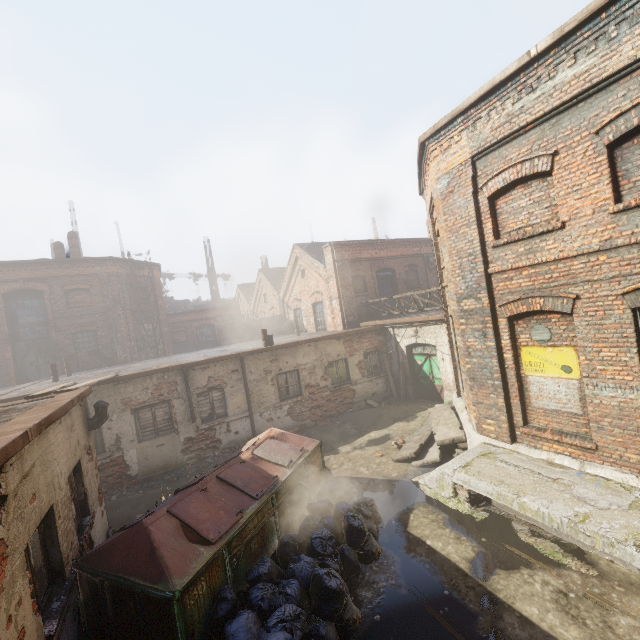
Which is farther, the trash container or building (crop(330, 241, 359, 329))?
building (crop(330, 241, 359, 329))

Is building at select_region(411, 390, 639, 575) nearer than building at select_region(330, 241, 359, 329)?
Yes

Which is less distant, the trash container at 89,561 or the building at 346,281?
the trash container at 89,561

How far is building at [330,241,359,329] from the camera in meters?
17.0 m

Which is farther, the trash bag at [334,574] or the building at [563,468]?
the building at [563,468]

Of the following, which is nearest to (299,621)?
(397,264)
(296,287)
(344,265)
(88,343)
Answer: (344,265)

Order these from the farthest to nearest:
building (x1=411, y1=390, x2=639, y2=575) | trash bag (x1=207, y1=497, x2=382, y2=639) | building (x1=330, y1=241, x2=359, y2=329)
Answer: building (x1=330, y1=241, x2=359, y2=329) → building (x1=411, y1=390, x2=639, y2=575) → trash bag (x1=207, y1=497, x2=382, y2=639)

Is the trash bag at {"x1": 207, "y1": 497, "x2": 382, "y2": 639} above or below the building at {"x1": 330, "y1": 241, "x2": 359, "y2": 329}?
below
